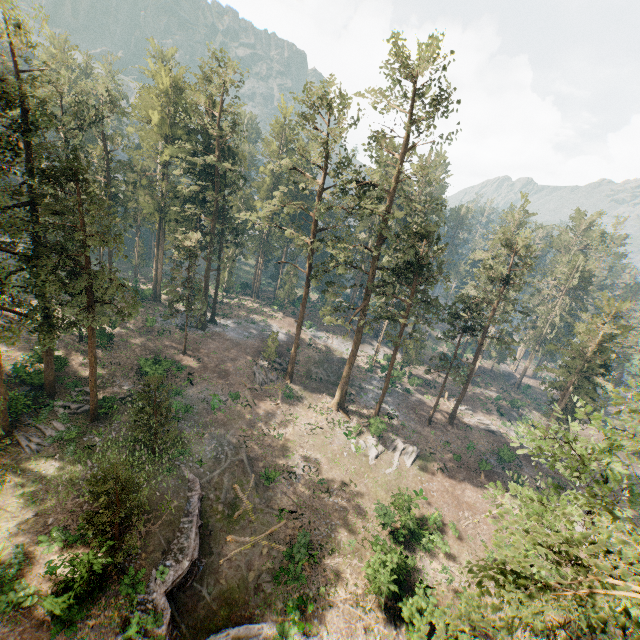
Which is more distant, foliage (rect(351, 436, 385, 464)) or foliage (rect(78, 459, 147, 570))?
foliage (rect(351, 436, 385, 464))

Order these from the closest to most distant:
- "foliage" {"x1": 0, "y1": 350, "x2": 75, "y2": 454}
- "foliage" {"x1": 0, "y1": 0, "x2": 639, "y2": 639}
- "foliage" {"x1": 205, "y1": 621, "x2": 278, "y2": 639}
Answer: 1. "foliage" {"x1": 0, "y1": 0, "x2": 639, "y2": 639}
2. "foliage" {"x1": 205, "y1": 621, "x2": 278, "y2": 639}
3. "foliage" {"x1": 0, "y1": 350, "x2": 75, "y2": 454}

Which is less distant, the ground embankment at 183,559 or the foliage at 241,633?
the ground embankment at 183,559

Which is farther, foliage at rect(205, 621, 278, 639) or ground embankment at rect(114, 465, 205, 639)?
foliage at rect(205, 621, 278, 639)

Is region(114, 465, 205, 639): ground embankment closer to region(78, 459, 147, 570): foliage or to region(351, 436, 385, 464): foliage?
region(78, 459, 147, 570): foliage

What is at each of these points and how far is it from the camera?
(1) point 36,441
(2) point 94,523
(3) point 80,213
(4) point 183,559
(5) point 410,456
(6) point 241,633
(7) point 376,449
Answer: (1) foliage, 26.1m
(2) foliage, 17.8m
(3) foliage, 23.7m
(4) ground embankment, 20.8m
(5) foliage, 36.8m
(6) foliage, 18.8m
(7) foliage, 36.6m

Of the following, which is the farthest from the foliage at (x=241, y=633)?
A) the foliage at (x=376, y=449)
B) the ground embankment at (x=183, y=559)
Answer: the ground embankment at (x=183, y=559)
